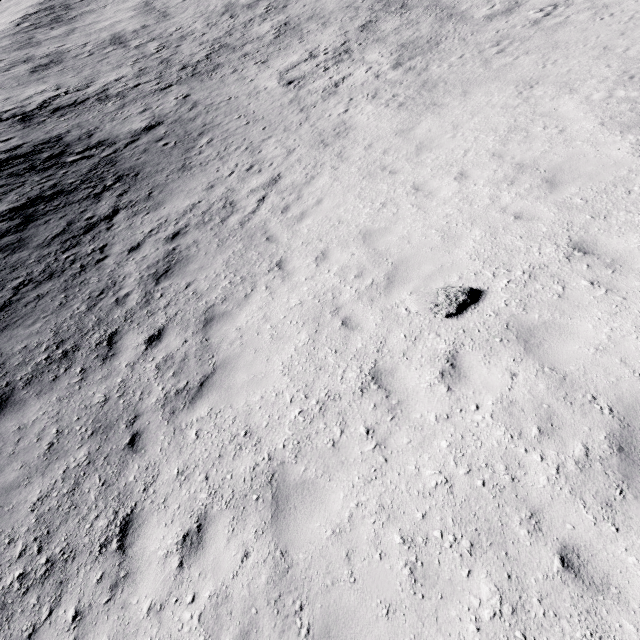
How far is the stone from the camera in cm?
541

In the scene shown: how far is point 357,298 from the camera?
6.39m

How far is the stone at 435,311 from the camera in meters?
5.4 m
